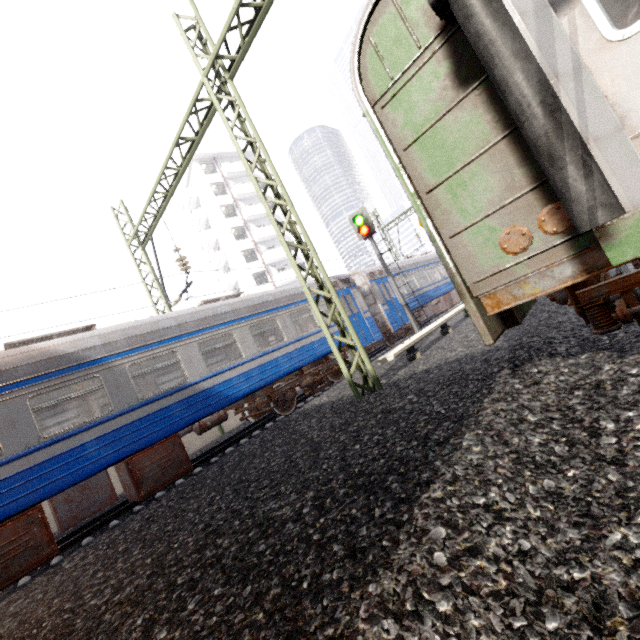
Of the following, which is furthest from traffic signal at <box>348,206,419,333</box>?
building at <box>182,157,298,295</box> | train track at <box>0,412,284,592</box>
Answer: building at <box>182,157,298,295</box>

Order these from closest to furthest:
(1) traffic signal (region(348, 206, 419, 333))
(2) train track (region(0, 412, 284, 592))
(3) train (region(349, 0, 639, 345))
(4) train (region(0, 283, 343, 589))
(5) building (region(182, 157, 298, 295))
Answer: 1. (3) train (region(349, 0, 639, 345))
2. (4) train (region(0, 283, 343, 589))
3. (2) train track (region(0, 412, 284, 592))
4. (1) traffic signal (region(348, 206, 419, 333))
5. (5) building (region(182, 157, 298, 295))

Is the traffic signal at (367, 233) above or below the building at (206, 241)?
below

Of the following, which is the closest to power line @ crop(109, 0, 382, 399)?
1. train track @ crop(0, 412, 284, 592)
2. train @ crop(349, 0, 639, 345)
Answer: train @ crop(349, 0, 639, 345)

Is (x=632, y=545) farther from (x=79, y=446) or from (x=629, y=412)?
(x=79, y=446)

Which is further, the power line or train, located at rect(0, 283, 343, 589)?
the power line

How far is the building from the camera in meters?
37.5 m

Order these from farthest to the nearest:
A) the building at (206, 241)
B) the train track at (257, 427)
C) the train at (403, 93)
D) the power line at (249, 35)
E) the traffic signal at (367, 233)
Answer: the building at (206, 241) → the traffic signal at (367, 233) → the power line at (249, 35) → the train track at (257, 427) → the train at (403, 93)
